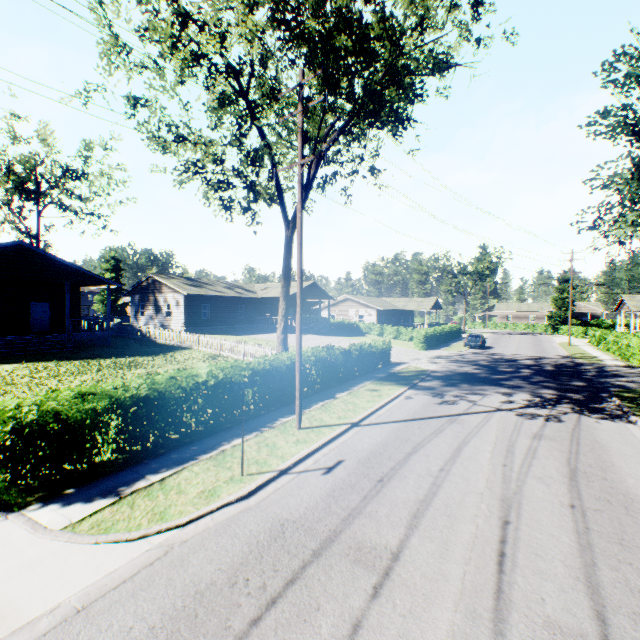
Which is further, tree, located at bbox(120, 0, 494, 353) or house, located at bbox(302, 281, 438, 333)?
house, located at bbox(302, 281, 438, 333)

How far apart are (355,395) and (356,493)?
8.1 meters

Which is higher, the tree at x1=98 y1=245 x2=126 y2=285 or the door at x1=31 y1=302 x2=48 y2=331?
the tree at x1=98 y1=245 x2=126 y2=285

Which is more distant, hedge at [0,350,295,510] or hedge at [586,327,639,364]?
hedge at [586,327,639,364]

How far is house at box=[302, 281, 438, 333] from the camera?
42.8 meters

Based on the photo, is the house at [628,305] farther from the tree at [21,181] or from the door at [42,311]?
the door at [42,311]

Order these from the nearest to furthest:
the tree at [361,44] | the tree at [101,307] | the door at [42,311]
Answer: the tree at [361,44], the door at [42,311], the tree at [101,307]
